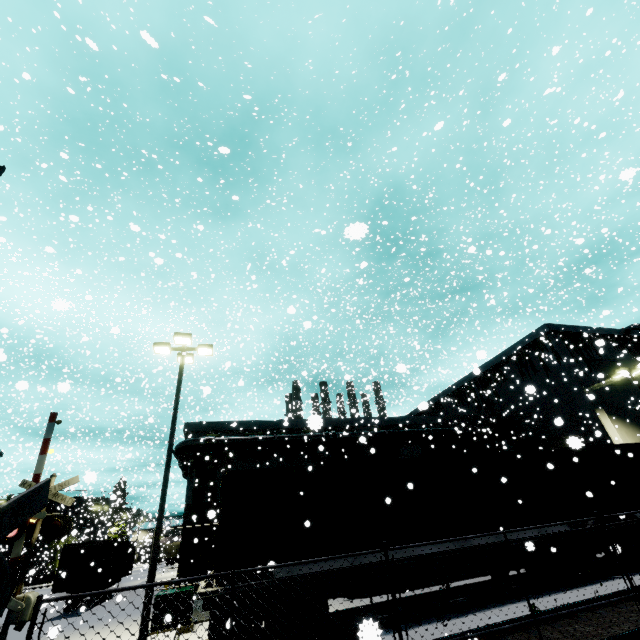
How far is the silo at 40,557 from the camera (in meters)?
34.67

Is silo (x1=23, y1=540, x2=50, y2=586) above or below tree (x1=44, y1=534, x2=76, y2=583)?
below

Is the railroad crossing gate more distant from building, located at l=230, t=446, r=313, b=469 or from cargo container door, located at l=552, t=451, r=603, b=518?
cargo container door, located at l=552, t=451, r=603, b=518

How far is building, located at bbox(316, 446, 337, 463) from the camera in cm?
2698

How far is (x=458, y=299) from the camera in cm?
5931

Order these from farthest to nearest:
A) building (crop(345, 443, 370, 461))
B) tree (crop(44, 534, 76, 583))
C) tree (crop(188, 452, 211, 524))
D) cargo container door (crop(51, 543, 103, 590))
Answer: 1. tree (crop(44, 534, 76, 583))
2. building (crop(345, 443, 370, 461))
3. tree (crop(188, 452, 211, 524))
4. cargo container door (crop(51, 543, 103, 590))

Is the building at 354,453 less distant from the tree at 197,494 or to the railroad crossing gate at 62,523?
the tree at 197,494
